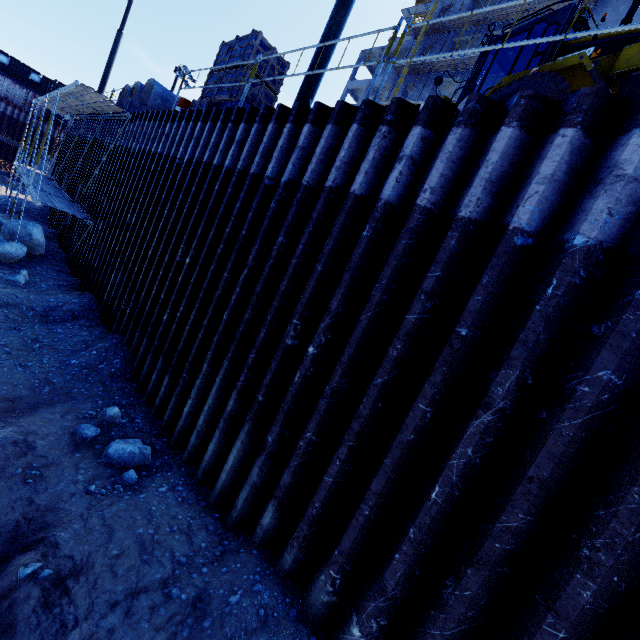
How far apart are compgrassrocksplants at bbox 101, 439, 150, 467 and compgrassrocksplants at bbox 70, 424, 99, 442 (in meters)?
0.29

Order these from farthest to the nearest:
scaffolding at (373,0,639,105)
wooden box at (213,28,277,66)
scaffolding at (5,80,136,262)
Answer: scaffolding at (5,80,136,262) < wooden box at (213,28,277,66) < scaffolding at (373,0,639,105)

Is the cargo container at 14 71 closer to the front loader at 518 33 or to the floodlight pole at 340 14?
the front loader at 518 33

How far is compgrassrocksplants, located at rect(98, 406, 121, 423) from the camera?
5.67m

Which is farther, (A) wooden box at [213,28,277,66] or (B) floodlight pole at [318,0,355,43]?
(A) wooden box at [213,28,277,66]

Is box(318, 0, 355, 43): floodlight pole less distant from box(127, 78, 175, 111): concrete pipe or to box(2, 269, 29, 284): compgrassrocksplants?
box(127, 78, 175, 111): concrete pipe

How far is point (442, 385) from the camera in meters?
3.0 m

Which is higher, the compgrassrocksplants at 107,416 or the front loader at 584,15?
the front loader at 584,15
